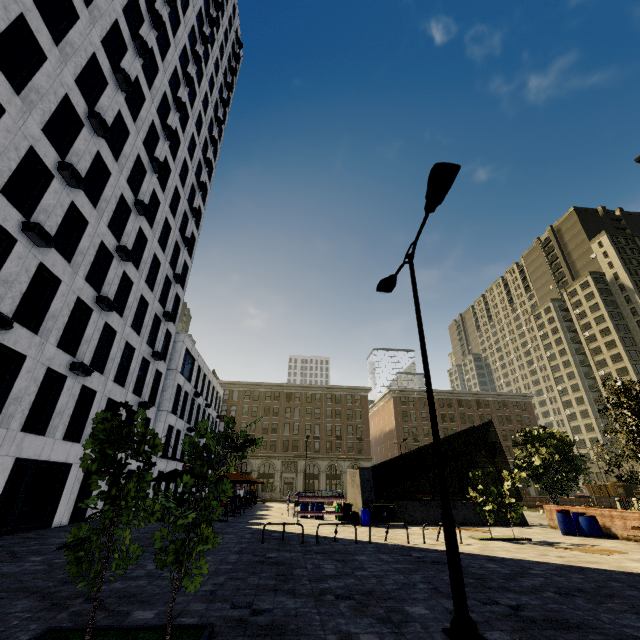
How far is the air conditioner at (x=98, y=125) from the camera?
16.5m

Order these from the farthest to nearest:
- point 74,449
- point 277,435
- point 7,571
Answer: point 277,435
point 74,449
point 7,571

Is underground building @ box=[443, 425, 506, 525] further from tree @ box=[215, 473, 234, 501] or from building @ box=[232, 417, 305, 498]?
building @ box=[232, 417, 305, 498]

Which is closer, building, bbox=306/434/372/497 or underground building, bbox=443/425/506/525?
underground building, bbox=443/425/506/525

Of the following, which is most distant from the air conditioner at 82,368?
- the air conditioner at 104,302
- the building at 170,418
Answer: the building at 170,418

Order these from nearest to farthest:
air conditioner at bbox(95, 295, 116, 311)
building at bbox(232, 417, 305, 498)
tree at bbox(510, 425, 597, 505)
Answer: → air conditioner at bbox(95, 295, 116, 311) < tree at bbox(510, 425, 597, 505) < building at bbox(232, 417, 305, 498)

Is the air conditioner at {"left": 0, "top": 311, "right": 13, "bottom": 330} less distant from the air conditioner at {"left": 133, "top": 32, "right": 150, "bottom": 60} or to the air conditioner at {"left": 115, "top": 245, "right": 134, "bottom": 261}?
the air conditioner at {"left": 115, "top": 245, "right": 134, "bottom": 261}

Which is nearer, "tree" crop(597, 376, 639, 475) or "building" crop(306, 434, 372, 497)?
"tree" crop(597, 376, 639, 475)
